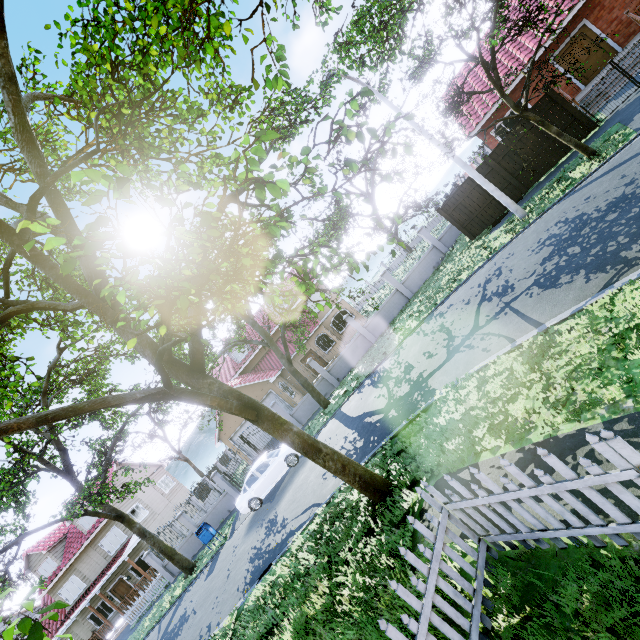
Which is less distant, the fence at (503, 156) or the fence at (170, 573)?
the fence at (503, 156)

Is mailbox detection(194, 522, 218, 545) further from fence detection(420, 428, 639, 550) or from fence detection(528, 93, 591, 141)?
fence detection(528, 93, 591, 141)

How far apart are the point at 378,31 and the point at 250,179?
14.3 meters

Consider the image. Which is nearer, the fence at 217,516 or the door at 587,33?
the door at 587,33

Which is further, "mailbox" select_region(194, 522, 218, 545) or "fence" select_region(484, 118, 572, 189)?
"mailbox" select_region(194, 522, 218, 545)

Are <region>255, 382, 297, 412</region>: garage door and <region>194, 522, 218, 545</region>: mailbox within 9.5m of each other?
yes

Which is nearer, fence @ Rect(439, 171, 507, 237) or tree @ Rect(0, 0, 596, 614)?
tree @ Rect(0, 0, 596, 614)

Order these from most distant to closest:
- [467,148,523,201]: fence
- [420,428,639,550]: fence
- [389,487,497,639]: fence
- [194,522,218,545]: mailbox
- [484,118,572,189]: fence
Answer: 1. [194,522,218,545]: mailbox
2. [467,148,523,201]: fence
3. [484,118,572,189]: fence
4. [389,487,497,639]: fence
5. [420,428,639,550]: fence
